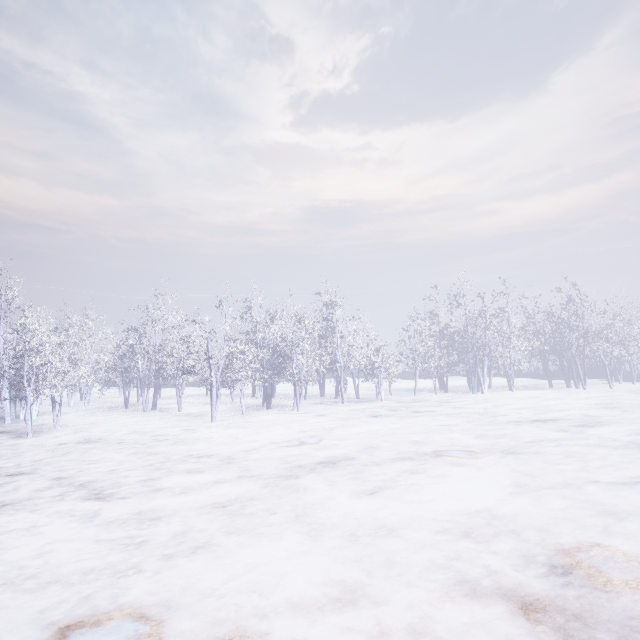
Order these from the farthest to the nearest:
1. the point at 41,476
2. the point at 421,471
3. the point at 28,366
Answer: the point at 28,366 < the point at 41,476 < the point at 421,471
